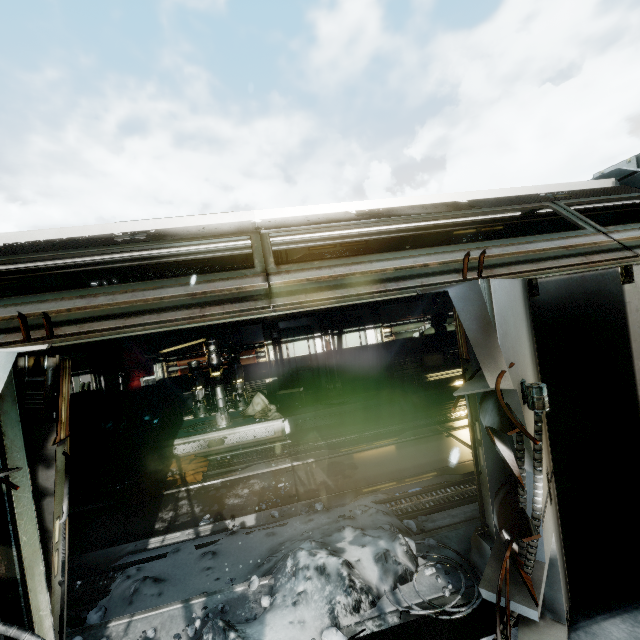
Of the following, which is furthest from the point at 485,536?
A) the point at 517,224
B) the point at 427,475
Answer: the point at 517,224

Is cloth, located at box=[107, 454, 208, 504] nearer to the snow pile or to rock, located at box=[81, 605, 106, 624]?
the snow pile

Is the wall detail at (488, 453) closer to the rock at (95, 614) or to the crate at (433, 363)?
the rock at (95, 614)

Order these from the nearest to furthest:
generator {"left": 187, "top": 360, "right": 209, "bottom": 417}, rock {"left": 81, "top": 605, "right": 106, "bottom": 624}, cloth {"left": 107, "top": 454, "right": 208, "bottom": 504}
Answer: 1. rock {"left": 81, "top": 605, "right": 106, "bottom": 624}
2. cloth {"left": 107, "top": 454, "right": 208, "bottom": 504}
3. generator {"left": 187, "top": 360, "right": 209, "bottom": 417}

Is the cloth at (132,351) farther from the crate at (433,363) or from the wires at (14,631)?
the wires at (14,631)

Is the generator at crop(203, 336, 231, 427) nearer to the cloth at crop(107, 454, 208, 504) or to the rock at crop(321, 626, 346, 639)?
the cloth at crop(107, 454, 208, 504)

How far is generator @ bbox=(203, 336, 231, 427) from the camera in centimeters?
873cm

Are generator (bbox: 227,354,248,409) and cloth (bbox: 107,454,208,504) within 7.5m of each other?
yes
